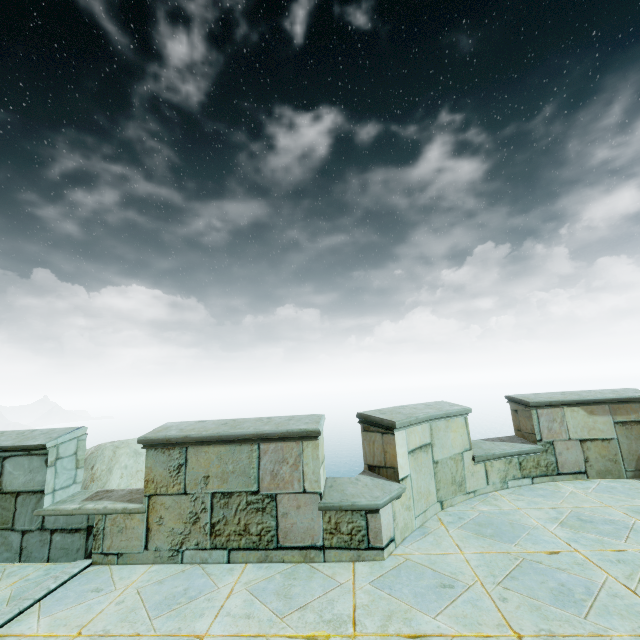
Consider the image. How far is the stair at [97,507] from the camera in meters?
4.0

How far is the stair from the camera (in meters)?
3.97

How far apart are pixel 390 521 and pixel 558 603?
1.6m
